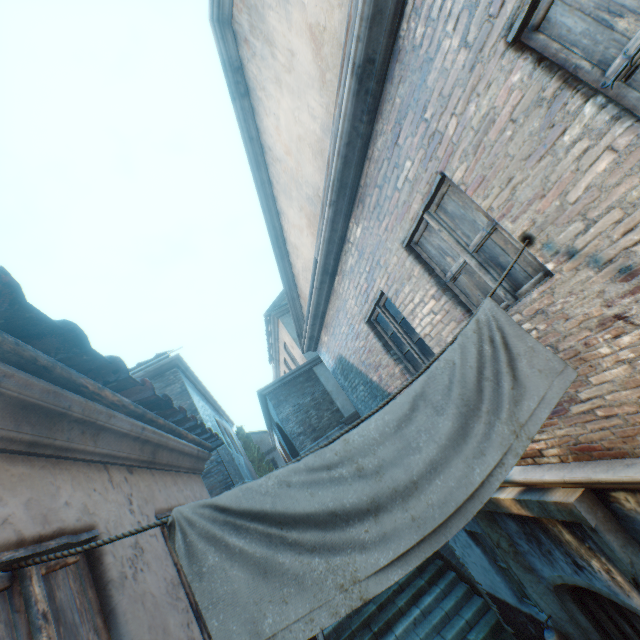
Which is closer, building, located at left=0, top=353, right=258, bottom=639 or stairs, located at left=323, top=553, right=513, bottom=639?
building, located at left=0, top=353, right=258, bottom=639

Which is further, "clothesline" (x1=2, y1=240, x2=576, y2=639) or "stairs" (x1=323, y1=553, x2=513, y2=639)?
"stairs" (x1=323, y1=553, x2=513, y2=639)

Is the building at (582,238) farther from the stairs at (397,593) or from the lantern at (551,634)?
the lantern at (551,634)

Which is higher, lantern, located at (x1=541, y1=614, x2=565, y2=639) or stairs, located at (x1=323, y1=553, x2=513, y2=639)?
lantern, located at (x1=541, y1=614, x2=565, y2=639)

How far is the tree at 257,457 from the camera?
28.47m

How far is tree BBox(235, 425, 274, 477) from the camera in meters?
28.5 m

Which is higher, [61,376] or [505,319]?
[61,376]

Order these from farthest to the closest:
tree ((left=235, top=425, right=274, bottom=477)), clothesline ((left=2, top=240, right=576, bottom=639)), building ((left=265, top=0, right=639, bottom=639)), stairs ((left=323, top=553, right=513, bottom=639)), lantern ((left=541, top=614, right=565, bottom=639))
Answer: tree ((left=235, top=425, right=274, bottom=477)) < stairs ((left=323, top=553, right=513, bottom=639)) < lantern ((left=541, top=614, right=565, bottom=639)) < building ((left=265, top=0, right=639, bottom=639)) < clothesline ((left=2, top=240, right=576, bottom=639))
